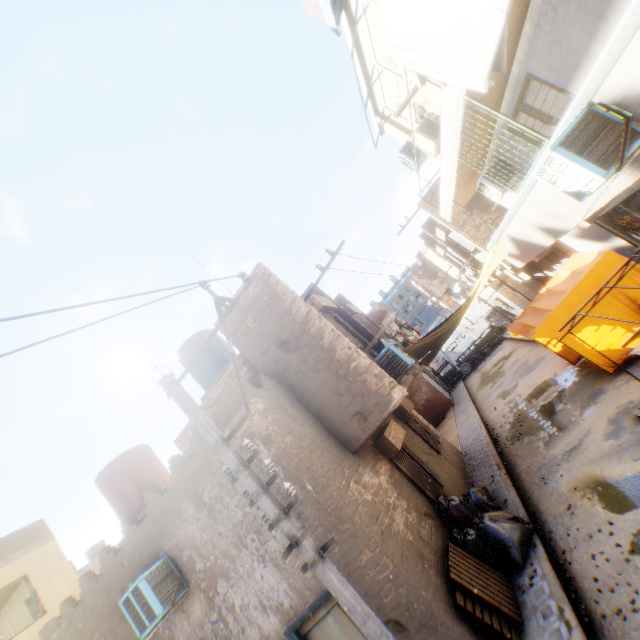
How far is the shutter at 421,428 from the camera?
11.66m

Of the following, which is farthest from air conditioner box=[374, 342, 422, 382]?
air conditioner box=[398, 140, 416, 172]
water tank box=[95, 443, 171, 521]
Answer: water tank box=[95, 443, 171, 521]

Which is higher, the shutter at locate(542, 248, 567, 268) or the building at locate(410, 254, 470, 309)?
the building at locate(410, 254, 470, 309)

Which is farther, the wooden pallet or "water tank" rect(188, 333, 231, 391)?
"water tank" rect(188, 333, 231, 391)

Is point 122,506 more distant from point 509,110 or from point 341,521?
point 509,110

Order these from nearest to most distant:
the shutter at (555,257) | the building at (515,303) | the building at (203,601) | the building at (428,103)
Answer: the building at (428,103)
the building at (203,601)
the shutter at (555,257)
the building at (515,303)

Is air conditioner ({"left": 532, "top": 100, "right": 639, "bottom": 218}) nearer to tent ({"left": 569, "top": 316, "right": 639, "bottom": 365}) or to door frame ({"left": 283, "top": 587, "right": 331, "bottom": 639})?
tent ({"left": 569, "top": 316, "right": 639, "bottom": 365})

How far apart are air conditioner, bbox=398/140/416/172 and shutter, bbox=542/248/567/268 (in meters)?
6.87
